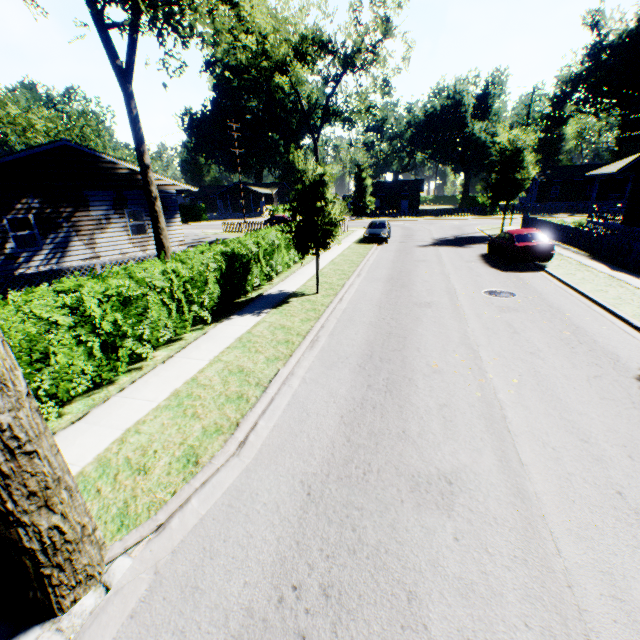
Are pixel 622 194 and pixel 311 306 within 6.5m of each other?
no

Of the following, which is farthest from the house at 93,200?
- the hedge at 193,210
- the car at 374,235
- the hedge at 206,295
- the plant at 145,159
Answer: the hedge at 193,210

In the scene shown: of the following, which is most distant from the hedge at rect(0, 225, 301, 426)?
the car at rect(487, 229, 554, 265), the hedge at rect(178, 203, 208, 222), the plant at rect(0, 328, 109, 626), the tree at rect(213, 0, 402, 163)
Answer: the hedge at rect(178, 203, 208, 222)

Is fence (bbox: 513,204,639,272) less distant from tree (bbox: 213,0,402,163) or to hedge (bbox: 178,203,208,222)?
tree (bbox: 213,0,402,163)

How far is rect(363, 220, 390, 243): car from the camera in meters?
24.8

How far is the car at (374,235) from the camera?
24.8m

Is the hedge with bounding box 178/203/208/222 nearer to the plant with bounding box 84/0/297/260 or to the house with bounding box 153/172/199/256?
the house with bounding box 153/172/199/256

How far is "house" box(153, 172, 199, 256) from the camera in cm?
1878
